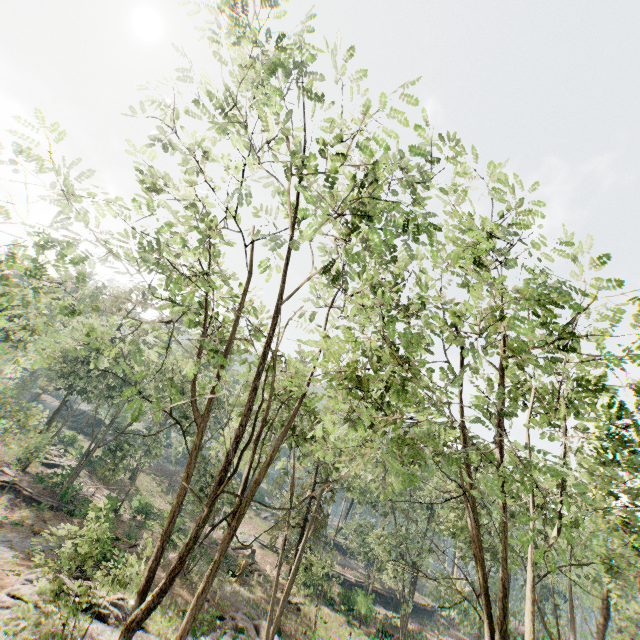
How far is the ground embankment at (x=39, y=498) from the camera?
30.9 meters

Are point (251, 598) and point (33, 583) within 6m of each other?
no

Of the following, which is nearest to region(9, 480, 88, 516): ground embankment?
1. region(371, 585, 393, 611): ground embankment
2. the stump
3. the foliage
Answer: the foliage

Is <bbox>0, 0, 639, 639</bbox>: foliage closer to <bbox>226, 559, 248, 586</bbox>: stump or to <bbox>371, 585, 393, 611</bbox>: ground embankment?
<bbox>371, 585, 393, 611</bbox>: ground embankment

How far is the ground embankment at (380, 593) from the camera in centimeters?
4336cm

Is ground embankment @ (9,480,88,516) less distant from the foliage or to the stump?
the foliage

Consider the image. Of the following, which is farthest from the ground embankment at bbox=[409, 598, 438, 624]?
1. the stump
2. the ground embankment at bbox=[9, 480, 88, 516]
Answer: the ground embankment at bbox=[9, 480, 88, 516]
